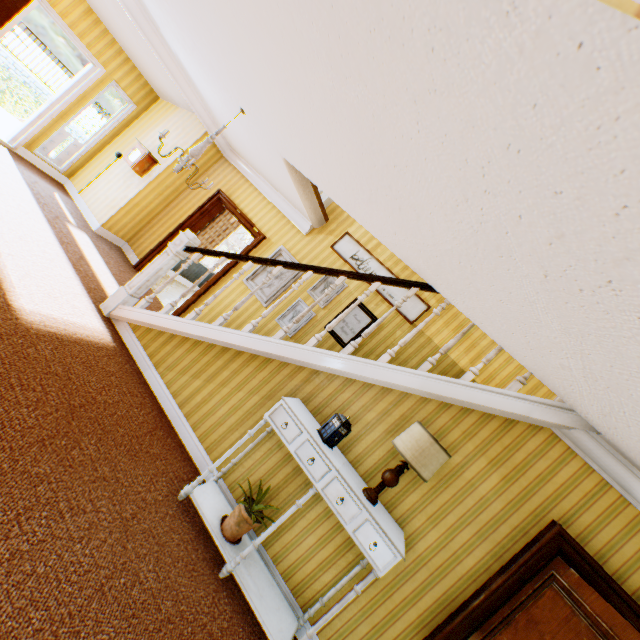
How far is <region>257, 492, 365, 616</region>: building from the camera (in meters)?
3.00

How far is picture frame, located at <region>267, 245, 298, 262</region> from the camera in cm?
586

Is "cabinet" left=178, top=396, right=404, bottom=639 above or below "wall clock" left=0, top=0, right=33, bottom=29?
below

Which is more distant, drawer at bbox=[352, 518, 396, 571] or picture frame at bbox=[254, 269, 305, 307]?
picture frame at bbox=[254, 269, 305, 307]

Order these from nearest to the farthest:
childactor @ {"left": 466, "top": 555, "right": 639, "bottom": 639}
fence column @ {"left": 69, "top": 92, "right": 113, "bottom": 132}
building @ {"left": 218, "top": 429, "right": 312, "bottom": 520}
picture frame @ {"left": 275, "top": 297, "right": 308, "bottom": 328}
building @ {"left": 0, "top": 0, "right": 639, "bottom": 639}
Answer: building @ {"left": 0, "top": 0, "right": 639, "bottom": 639}
childactor @ {"left": 466, "top": 555, "right": 639, "bottom": 639}
building @ {"left": 218, "top": 429, "right": 312, "bottom": 520}
picture frame @ {"left": 275, "top": 297, "right": 308, "bottom": 328}
fence column @ {"left": 69, "top": 92, "right": 113, "bottom": 132}

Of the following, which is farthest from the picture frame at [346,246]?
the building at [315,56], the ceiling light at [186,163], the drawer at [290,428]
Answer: the drawer at [290,428]

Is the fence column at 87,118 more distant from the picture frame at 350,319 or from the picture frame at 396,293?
the picture frame at 350,319

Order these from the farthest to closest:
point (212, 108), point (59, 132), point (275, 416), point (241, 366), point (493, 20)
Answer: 1. point (59, 132)
2. point (212, 108)
3. point (241, 366)
4. point (275, 416)
5. point (493, 20)
